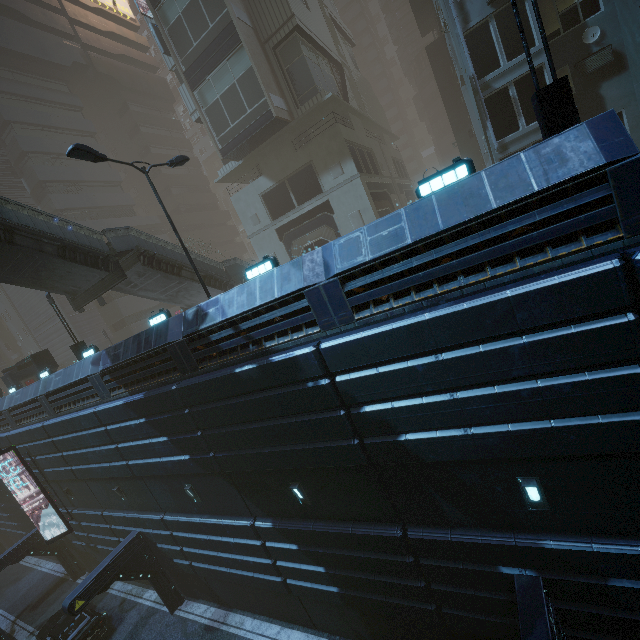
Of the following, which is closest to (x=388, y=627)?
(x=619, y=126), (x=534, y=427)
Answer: (x=534, y=427)

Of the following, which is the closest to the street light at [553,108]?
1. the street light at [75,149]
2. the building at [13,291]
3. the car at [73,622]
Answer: the building at [13,291]

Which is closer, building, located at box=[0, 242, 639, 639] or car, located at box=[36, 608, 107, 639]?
building, located at box=[0, 242, 639, 639]

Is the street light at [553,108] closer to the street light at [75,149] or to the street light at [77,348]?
the street light at [75,149]

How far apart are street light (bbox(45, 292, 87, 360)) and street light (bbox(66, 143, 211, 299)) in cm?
1061

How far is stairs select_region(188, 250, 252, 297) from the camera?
19.6 meters

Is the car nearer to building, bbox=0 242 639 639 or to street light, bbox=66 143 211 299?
building, bbox=0 242 639 639

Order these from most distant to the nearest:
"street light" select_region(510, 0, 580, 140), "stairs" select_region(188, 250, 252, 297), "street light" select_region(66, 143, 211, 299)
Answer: "stairs" select_region(188, 250, 252, 297)
"street light" select_region(66, 143, 211, 299)
"street light" select_region(510, 0, 580, 140)
